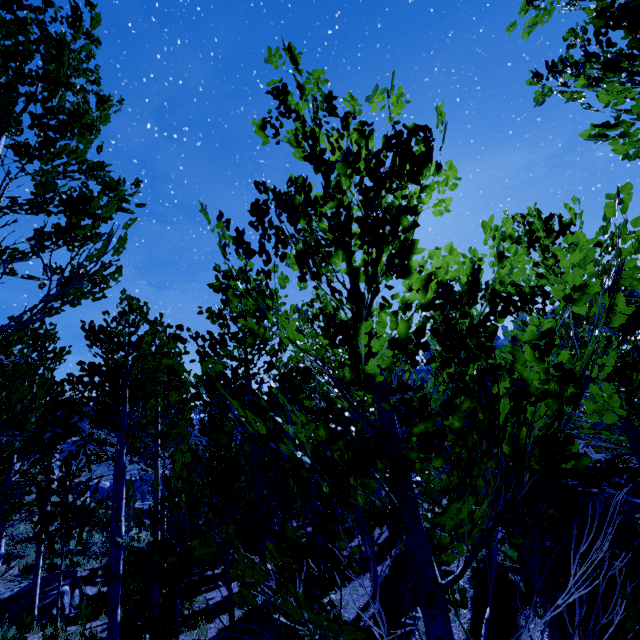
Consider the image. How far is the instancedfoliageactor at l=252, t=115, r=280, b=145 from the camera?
2.37m

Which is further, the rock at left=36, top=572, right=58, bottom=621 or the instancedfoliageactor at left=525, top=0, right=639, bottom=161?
the rock at left=36, top=572, right=58, bottom=621

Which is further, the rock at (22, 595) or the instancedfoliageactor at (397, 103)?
the rock at (22, 595)

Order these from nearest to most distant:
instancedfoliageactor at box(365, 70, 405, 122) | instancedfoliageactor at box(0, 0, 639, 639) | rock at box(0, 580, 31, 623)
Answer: instancedfoliageactor at box(0, 0, 639, 639) → instancedfoliageactor at box(365, 70, 405, 122) → rock at box(0, 580, 31, 623)

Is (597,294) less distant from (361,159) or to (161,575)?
(361,159)

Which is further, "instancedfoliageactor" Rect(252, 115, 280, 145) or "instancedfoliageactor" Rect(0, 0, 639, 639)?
"instancedfoliageactor" Rect(252, 115, 280, 145)

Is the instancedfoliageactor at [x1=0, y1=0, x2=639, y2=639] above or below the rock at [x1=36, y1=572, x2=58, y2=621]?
above
